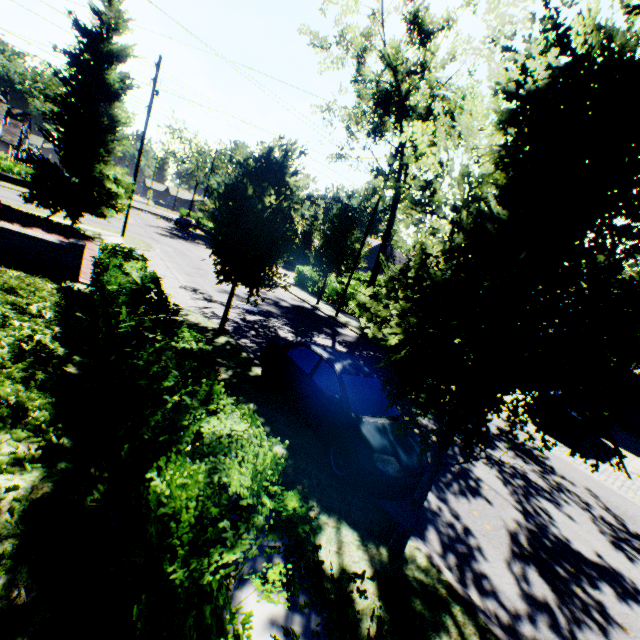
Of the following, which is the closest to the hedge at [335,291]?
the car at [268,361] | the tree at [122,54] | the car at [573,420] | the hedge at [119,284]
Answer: the tree at [122,54]

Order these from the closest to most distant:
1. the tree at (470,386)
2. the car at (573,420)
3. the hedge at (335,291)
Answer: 1. the tree at (470,386)
2. the car at (573,420)
3. the hedge at (335,291)

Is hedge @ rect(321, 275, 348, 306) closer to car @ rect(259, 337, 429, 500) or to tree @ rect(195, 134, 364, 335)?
tree @ rect(195, 134, 364, 335)

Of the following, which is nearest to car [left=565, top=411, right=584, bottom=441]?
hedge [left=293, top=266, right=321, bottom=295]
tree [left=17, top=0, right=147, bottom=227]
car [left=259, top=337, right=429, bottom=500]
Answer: tree [left=17, top=0, right=147, bottom=227]

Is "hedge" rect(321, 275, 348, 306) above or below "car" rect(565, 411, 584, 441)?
above

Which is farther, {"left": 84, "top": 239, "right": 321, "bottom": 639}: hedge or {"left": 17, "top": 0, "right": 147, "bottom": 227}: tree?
{"left": 17, "top": 0, "right": 147, "bottom": 227}: tree

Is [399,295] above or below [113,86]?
below

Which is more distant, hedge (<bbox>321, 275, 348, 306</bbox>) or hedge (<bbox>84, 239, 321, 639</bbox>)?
hedge (<bbox>321, 275, 348, 306</bbox>)
